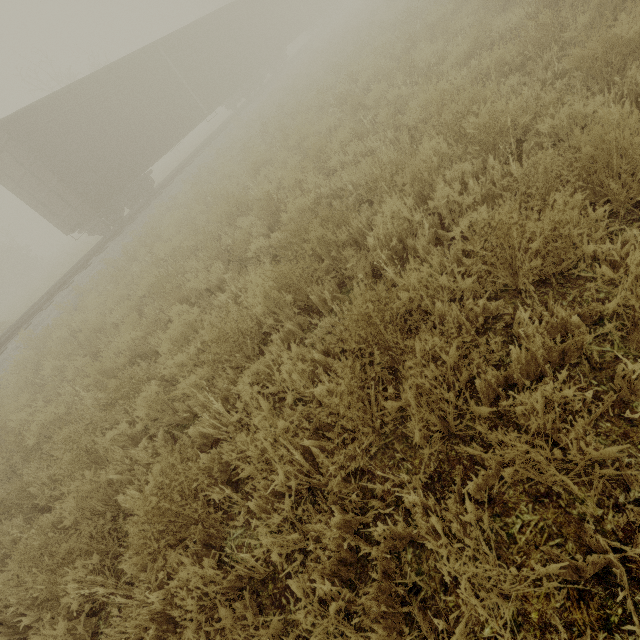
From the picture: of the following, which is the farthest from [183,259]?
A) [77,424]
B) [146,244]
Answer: [77,424]

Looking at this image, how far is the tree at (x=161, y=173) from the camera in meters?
25.1 m

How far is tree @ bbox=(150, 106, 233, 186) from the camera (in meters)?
25.15

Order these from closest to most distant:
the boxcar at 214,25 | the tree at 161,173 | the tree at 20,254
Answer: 1. the boxcar at 214,25
2. the tree at 20,254
3. the tree at 161,173

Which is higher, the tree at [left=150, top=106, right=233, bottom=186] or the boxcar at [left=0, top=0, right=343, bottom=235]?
the boxcar at [left=0, top=0, right=343, bottom=235]

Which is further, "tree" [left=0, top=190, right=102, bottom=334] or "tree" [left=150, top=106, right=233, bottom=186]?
"tree" [left=150, top=106, right=233, bottom=186]

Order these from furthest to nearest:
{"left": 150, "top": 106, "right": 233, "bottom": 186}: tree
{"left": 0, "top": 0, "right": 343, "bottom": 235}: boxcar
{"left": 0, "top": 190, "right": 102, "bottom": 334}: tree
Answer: {"left": 150, "top": 106, "right": 233, "bottom": 186}: tree
{"left": 0, "top": 190, "right": 102, "bottom": 334}: tree
{"left": 0, "top": 0, "right": 343, "bottom": 235}: boxcar

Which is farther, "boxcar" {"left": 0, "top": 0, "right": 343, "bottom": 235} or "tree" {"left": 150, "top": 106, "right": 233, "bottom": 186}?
"tree" {"left": 150, "top": 106, "right": 233, "bottom": 186}
